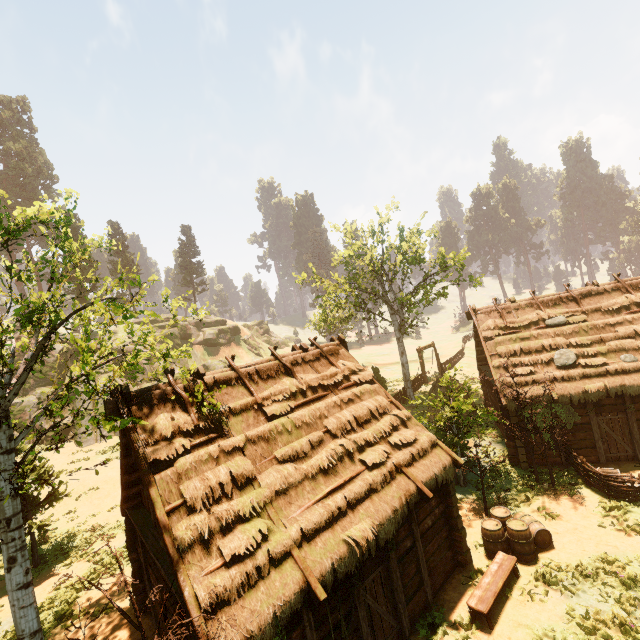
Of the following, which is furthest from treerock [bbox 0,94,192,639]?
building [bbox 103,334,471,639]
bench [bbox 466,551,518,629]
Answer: bench [bbox 466,551,518,629]

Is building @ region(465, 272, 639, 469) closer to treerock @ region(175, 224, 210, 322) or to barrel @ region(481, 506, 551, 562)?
treerock @ region(175, 224, 210, 322)

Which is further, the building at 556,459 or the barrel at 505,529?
the building at 556,459

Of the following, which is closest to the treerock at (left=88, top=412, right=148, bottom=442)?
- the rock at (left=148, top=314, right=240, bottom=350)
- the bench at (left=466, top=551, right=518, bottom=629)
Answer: the rock at (left=148, top=314, right=240, bottom=350)

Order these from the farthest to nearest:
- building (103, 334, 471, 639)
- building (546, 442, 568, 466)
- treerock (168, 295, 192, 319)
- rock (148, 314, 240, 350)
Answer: rock (148, 314, 240, 350) → building (546, 442, 568, 466) → treerock (168, 295, 192, 319) → building (103, 334, 471, 639)

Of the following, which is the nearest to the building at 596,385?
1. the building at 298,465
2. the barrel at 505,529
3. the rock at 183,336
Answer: the barrel at 505,529

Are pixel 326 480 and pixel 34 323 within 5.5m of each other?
no

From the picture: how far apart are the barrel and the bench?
0.2 meters
